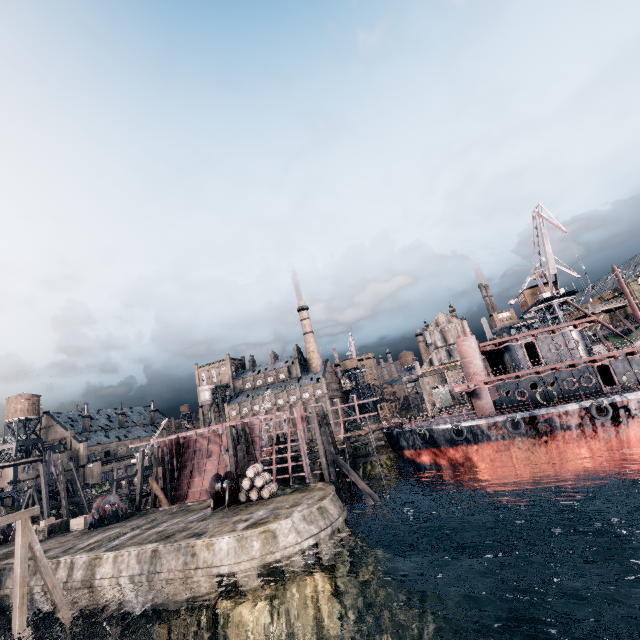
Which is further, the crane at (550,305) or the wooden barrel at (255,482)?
the crane at (550,305)

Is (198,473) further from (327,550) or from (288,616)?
(288,616)

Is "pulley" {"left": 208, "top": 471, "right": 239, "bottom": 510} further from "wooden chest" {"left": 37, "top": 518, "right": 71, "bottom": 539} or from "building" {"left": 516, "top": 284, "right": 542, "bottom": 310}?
"building" {"left": 516, "top": 284, "right": 542, "bottom": 310}

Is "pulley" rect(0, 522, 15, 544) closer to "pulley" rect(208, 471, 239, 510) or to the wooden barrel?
"pulley" rect(208, 471, 239, 510)

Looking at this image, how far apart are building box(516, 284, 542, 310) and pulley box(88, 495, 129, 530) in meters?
62.5

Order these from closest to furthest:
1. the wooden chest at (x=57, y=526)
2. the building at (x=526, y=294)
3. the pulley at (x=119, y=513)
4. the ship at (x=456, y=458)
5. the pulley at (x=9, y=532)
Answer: the ship at (x=456, y=458), the pulley at (x=119, y=513), the wooden chest at (x=57, y=526), the pulley at (x=9, y=532), the building at (x=526, y=294)

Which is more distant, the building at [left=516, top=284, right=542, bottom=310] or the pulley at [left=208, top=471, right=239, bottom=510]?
the building at [left=516, top=284, right=542, bottom=310]

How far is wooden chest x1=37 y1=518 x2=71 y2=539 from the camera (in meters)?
31.08
